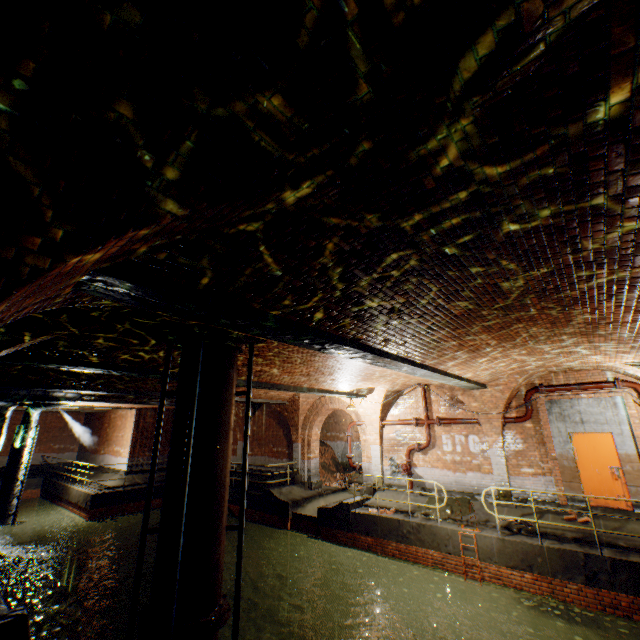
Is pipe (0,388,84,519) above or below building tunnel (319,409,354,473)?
above

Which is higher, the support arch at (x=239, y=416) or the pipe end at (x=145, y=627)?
the support arch at (x=239, y=416)

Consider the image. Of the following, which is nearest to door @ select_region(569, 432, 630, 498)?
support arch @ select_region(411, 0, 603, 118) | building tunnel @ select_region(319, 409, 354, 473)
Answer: building tunnel @ select_region(319, 409, 354, 473)

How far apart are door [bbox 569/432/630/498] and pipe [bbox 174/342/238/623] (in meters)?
10.88

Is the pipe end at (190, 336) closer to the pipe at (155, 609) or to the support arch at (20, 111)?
the pipe at (155, 609)

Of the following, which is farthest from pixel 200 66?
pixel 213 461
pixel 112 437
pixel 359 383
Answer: pixel 112 437

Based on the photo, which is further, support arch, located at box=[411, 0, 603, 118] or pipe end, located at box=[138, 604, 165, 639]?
pipe end, located at box=[138, 604, 165, 639]

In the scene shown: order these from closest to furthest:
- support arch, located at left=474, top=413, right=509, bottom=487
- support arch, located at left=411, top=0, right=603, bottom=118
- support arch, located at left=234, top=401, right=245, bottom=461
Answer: support arch, located at left=411, top=0, right=603, bottom=118 → support arch, located at left=474, top=413, right=509, bottom=487 → support arch, located at left=234, top=401, right=245, bottom=461
